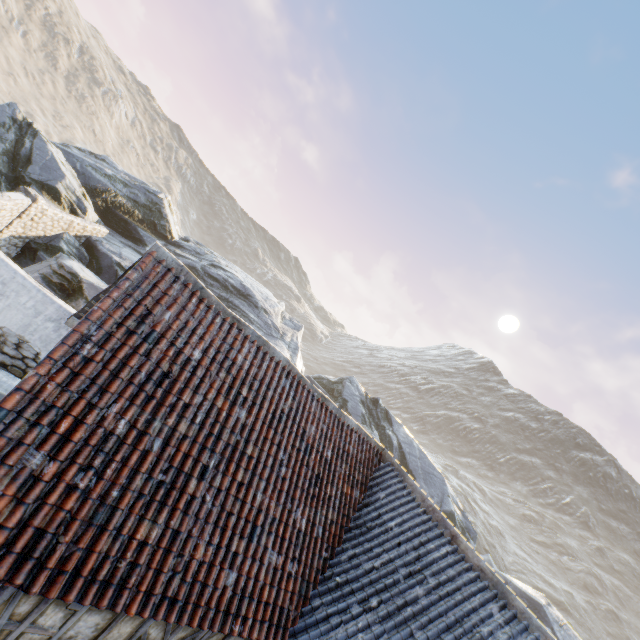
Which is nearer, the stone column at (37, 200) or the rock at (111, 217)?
the stone column at (37, 200)

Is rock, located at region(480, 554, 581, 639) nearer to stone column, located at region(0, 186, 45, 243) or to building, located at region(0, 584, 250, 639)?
stone column, located at region(0, 186, 45, 243)

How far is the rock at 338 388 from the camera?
21.6m

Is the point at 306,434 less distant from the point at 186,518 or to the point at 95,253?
the point at 186,518

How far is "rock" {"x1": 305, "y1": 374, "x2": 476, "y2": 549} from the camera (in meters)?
21.56

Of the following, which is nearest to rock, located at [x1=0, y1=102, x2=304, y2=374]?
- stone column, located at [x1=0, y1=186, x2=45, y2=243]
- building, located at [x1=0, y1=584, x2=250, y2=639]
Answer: stone column, located at [x1=0, y1=186, x2=45, y2=243]
